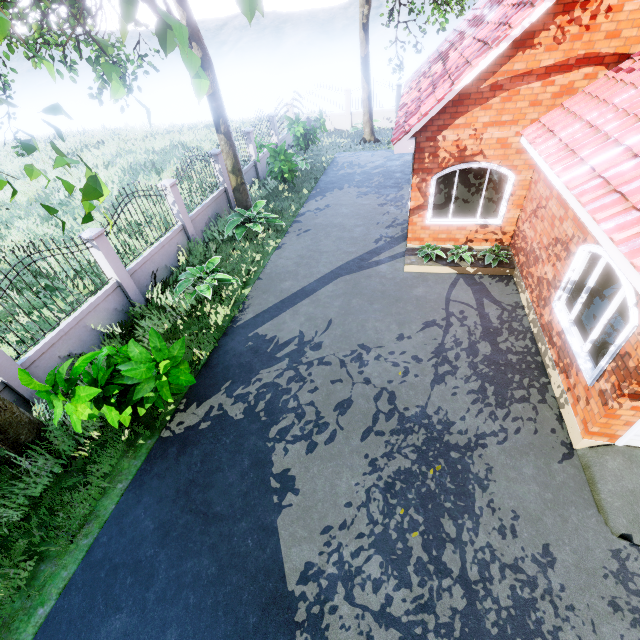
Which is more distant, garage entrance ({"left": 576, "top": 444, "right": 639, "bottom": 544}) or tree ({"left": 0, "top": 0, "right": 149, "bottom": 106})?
garage entrance ({"left": 576, "top": 444, "right": 639, "bottom": 544})

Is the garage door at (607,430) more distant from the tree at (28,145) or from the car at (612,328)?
the tree at (28,145)

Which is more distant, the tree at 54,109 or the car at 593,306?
the car at 593,306

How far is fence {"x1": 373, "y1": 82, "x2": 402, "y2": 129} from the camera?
20.4m

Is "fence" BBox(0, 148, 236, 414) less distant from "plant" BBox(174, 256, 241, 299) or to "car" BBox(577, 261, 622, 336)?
"plant" BBox(174, 256, 241, 299)

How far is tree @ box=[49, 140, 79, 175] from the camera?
1.5m

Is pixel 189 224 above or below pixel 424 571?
above

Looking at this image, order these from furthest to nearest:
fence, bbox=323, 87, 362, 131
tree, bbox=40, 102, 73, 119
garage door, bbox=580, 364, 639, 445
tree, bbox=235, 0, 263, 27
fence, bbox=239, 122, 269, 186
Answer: fence, bbox=323, 87, 362, 131, fence, bbox=239, 122, 269, 186, garage door, bbox=580, 364, 639, 445, tree, bbox=40, 102, 73, 119, tree, bbox=235, 0, 263, 27
